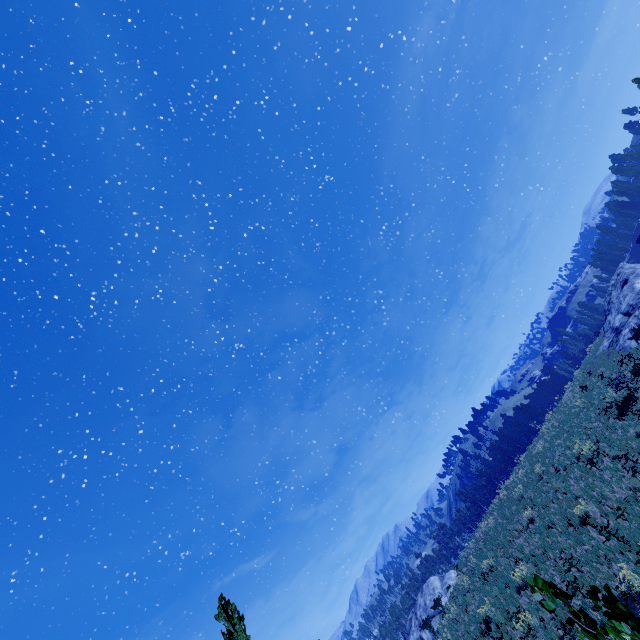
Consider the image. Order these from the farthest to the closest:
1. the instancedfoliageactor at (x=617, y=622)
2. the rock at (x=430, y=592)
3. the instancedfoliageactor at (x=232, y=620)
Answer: the rock at (x=430, y=592)
the instancedfoliageactor at (x=232, y=620)
the instancedfoliageactor at (x=617, y=622)

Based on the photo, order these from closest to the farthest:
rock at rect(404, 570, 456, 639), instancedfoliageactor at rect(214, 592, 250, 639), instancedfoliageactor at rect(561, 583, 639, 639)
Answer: instancedfoliageactor at rect(561, 583, 639, 639) → instancedfoliageactor at rect(214, 592, 250, 639) → rock at rect(404, 570, 456, 639)

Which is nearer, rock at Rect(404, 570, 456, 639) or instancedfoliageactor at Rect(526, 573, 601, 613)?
instancedfoliageactor at Rect(526, 573, 601, 613)

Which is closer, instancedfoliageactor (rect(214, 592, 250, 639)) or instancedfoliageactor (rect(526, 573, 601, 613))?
instancedfoliageactor (rect(526, 573, 601, 613))

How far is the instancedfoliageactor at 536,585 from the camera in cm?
214

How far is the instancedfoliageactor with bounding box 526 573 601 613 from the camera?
2.1m

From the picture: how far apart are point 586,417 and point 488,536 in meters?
12.6
